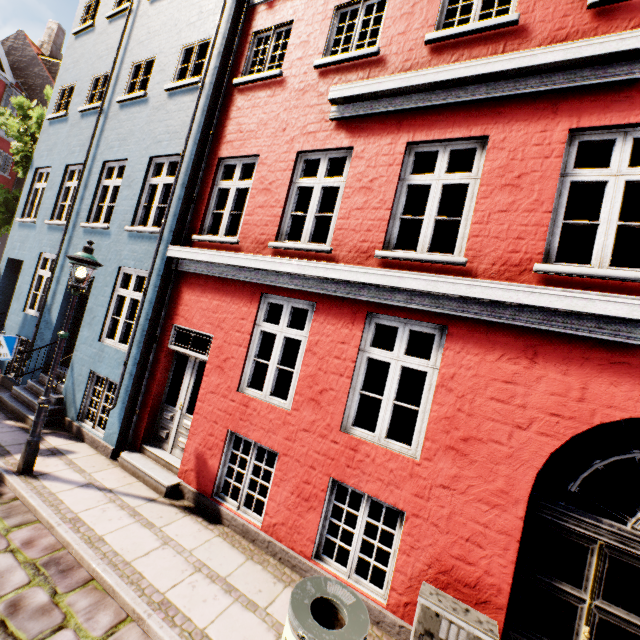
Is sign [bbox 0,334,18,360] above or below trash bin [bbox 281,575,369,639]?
above

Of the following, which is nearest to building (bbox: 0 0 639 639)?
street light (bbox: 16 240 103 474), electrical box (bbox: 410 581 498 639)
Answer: electrical box (bbox: 410 581 498 639)

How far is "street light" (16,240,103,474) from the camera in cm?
528

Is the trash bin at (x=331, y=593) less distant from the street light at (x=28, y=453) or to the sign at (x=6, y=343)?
the street light at (x=28, y=453)

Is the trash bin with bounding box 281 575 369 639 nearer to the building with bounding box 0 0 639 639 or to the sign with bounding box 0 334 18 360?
the building with bounding box 0 0 639 639

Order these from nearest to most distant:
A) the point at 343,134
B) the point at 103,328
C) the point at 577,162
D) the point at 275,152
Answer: the point at 343,134 < the point at 275,152 < the point at 103,328 < the point at 577,162

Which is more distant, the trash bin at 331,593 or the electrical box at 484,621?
the electrical box at 484,621

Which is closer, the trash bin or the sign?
the trash bin
